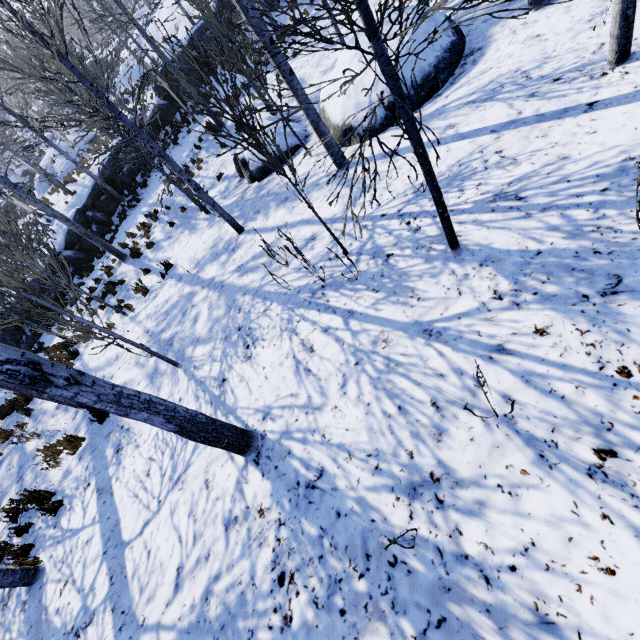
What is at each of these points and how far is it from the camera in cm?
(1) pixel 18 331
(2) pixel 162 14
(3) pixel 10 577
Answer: (1) rock, 1328
(2) rock, 2809
(3) instancedfoliageactor, 402

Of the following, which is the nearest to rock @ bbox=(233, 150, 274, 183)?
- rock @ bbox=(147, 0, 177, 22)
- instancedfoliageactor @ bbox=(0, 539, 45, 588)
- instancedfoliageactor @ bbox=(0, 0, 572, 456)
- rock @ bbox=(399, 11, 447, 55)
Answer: rock @ bbox=(399, 11, 447, 55)

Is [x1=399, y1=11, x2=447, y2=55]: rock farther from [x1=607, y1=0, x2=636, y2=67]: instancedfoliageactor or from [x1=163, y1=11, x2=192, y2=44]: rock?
[x1=163, y1=11, x2=192, y2=44]: rock

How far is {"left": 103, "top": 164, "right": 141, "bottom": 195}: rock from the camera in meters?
18.6 m

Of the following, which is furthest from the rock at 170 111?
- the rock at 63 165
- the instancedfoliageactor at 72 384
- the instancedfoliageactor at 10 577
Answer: the instancedfoliageactor at 10 577

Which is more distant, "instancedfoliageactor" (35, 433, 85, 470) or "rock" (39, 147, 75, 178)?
"rock" (39, 147, 75, 178)

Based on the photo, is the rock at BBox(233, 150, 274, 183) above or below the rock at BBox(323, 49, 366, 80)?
below

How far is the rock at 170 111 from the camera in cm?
1944
